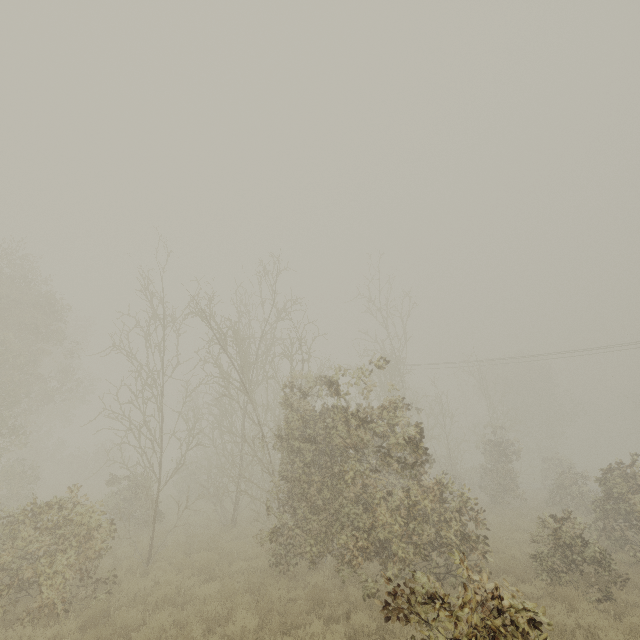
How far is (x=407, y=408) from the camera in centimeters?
910cm
